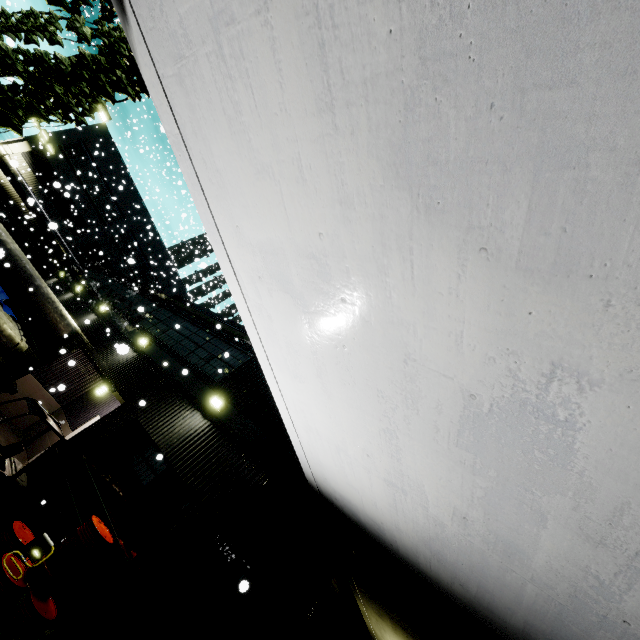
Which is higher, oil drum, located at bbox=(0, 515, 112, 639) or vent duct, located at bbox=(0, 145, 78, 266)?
vent duct, located at bbox=(0, 145, 78, 266)

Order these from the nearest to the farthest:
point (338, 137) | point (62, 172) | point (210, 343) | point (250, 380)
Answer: point (338, 137) < point (250, 380) < point (210, 343) < point (62, 172)

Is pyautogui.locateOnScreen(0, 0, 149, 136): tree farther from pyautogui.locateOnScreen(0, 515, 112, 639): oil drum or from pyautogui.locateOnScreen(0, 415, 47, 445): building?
pyautogui.locateOnScreen(0, 515, 112, 639): oil drum

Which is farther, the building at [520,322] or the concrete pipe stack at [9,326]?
the concrete pipe stack at [9,326]

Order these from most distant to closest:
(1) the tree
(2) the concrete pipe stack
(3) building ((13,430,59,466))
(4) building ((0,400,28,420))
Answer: (2) the concrete pipe stack, (4) building ((0,400,28,420)), (3) building ((13,430,59,466)), (1) the tree

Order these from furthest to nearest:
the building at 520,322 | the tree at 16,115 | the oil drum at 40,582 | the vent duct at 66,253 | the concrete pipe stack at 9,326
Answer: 1. the vent duct at 66,253
2. the concrete pipe stack at 9,326
3. the oil drum at 40,582
4. the tree at 16,115
5. the building at 520,322

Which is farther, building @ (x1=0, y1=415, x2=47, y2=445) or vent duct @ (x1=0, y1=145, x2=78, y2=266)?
vent duct @ (x1=0, y1=145, x2=78, y2=266)

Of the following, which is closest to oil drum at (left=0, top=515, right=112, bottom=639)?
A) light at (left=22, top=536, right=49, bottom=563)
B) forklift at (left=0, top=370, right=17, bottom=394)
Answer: light at (left=22, top=536, right=49, bottom=563)
